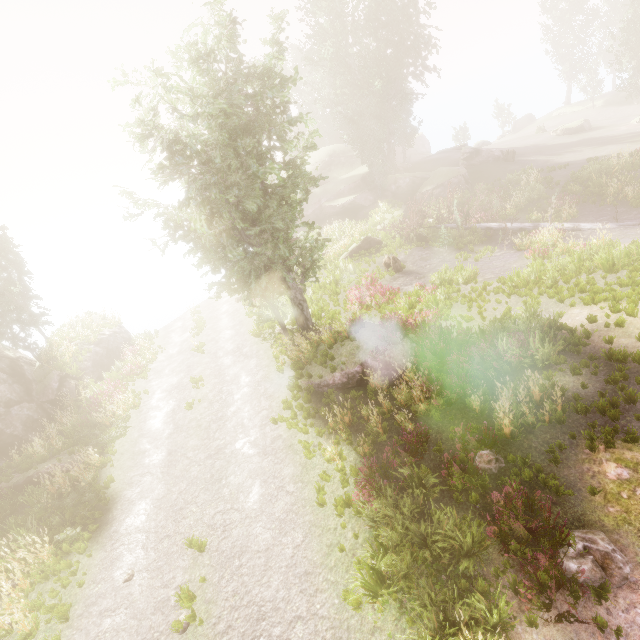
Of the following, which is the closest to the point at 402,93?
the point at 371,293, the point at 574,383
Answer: Answer: the point at 371,293

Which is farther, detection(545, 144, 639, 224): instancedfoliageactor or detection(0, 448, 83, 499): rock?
detection(545, 144, 639, 224): instancedfoliageactor

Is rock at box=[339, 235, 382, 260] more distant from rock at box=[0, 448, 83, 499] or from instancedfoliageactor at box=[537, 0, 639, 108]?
rock at box=[0, 448, 83, 499]

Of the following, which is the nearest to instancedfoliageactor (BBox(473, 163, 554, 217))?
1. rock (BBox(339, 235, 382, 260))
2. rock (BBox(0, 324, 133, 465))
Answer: rock (BBox(0, 324, 133, 465))

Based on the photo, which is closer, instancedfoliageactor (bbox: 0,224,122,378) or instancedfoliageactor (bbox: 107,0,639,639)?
instancedfoliageactor (bbox: 107,0,639,639)

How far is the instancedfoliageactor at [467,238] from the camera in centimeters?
2100cm

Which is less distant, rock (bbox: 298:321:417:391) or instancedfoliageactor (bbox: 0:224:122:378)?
rock (bbox: 298:321:417:391)
